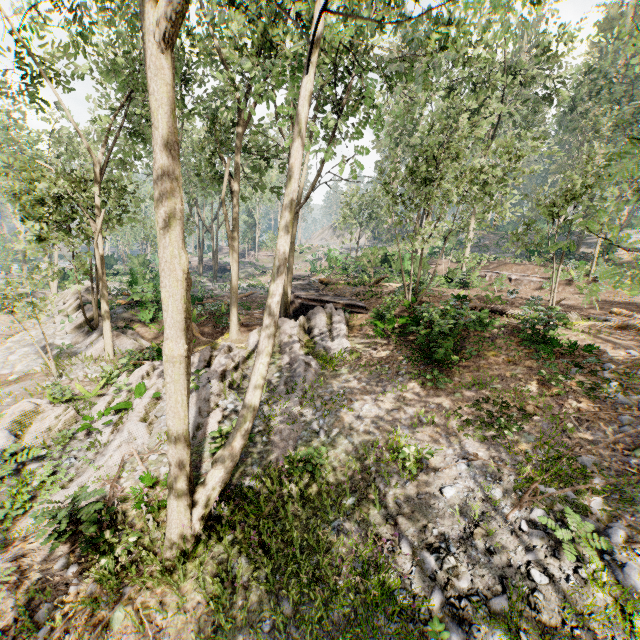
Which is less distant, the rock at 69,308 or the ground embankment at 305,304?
the rock at 69,308

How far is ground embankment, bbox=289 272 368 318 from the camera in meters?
18.1 m

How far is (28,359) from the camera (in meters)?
17.84

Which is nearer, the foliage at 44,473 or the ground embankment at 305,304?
the foliage at 44,473

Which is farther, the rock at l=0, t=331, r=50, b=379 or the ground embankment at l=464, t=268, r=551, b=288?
the ground embankment at l=464, t=268, r=551, b=288

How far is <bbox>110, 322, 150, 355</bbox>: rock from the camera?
16.48m

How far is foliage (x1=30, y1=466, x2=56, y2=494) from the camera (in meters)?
8.45
